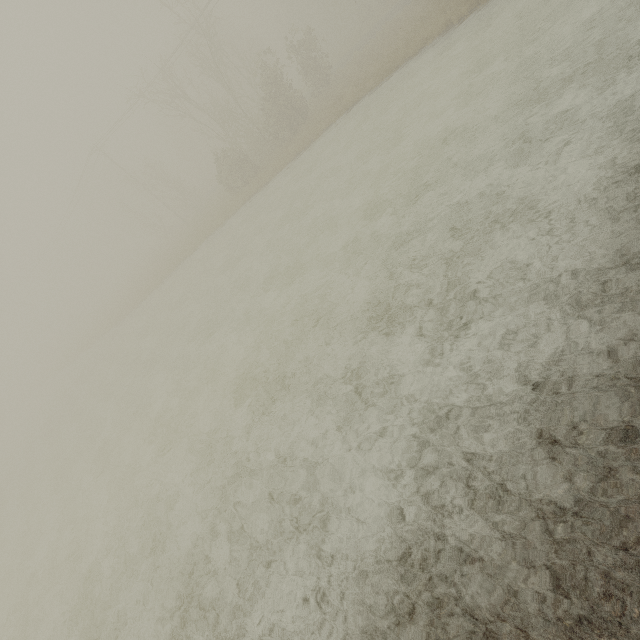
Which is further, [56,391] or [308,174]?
[56,391]
